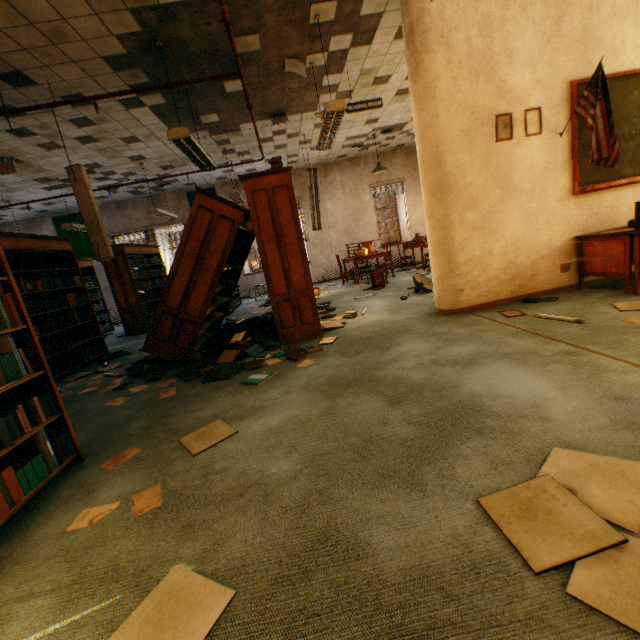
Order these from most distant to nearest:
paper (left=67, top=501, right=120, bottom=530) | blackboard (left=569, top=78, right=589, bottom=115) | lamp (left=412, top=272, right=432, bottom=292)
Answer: lamp (left=412, top=272, right=432, bottom=292) < blackboard (left=569, top=78, right=589, bottom=115) < paper (left=67, top=501, right=120, bottom=530)

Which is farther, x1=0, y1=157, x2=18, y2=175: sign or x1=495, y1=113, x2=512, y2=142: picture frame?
x1=0, y1=157, x2=18, y2=175: sign

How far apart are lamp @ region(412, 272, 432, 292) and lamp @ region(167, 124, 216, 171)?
4.0 meters

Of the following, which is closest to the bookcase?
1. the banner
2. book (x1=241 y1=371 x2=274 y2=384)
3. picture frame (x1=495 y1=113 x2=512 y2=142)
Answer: book (x1=241 y1=371 x2=274 y2=384)

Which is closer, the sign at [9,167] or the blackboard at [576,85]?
the blackboard at [576,85]

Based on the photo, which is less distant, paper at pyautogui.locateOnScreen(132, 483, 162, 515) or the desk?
paper at pyautogui.locateOnScreen(132, 483, 162, 515)

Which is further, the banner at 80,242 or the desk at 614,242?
the banner at 80,242

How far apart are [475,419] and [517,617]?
1.08m
